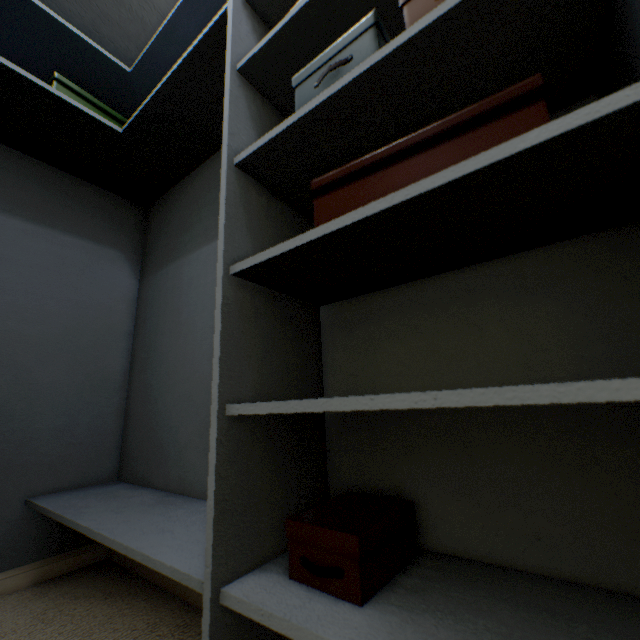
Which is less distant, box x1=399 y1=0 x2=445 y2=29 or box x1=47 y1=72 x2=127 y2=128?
box x1=399 y1=0 x2=445 y2=29

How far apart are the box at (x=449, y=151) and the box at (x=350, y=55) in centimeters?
16cm

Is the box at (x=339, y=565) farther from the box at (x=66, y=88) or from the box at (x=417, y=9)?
the box at (x=66, y=88)

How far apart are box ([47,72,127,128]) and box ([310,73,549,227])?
1.3 meters

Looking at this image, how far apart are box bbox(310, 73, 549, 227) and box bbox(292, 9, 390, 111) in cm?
16

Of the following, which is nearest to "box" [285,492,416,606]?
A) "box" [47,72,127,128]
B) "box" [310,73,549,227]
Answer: "box" [310,73,549,227]

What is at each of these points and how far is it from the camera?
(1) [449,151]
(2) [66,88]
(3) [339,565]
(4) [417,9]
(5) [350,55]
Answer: (1) box, 0.53m
(2) box, 1.32m
(3) box, 0.52m
(4) box, 0.56m
(5) box, 0.63m

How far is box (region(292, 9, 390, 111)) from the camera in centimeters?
61cm
